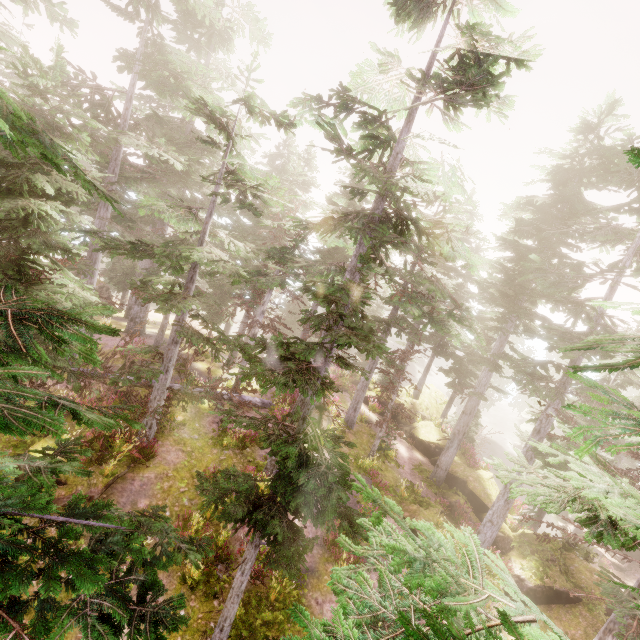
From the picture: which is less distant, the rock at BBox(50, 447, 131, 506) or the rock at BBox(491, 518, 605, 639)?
the rock at BBox(50, 447, 131, 506)

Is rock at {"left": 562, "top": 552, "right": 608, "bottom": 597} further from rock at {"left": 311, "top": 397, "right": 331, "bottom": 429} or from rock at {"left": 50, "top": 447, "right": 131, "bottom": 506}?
rock at {"left": 50, "top": 447, "right": 131, "bottom": 506}

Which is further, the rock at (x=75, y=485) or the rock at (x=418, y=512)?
the rock at (x=418, y=512)

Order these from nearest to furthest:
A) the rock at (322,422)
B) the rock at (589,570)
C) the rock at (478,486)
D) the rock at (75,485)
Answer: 1. the rock at (75,485)
2. the rock at (589,570)
3. the rock at (478,486)
4. the rock at (322,422)

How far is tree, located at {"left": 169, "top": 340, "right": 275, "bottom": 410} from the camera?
14.6m

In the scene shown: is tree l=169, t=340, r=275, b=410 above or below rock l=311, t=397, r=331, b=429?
above

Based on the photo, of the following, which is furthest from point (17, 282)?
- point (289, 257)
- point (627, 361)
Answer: point (627, 361)

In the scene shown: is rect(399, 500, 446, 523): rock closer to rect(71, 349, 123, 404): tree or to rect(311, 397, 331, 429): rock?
rect(311, 397, 331, 429): rock
